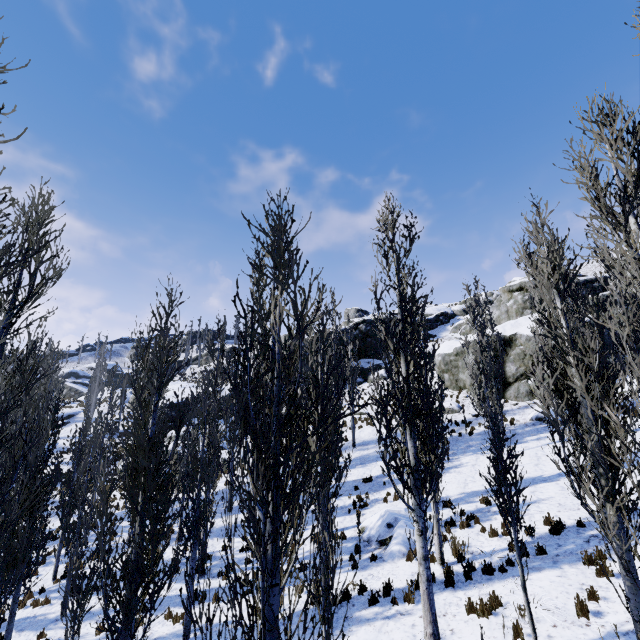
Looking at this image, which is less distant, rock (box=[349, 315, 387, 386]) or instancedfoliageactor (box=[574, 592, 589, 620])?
instancedfoliageactor (box=[574, 592, 589, 620])

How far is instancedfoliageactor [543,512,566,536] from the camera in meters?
10.2

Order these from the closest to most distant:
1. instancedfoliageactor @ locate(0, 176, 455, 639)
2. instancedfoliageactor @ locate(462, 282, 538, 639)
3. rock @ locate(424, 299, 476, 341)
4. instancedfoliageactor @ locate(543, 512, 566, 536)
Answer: instancedfoliageactor @ locate(0, 176, 455, 639) < instancedfoliageactor @ locate(462, 282, 538, 639) < instancedfoliageactor @ locate(543, 512, 566, 536) < rock @ locate(424, 299, 476, 341)

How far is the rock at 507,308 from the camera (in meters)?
24.19

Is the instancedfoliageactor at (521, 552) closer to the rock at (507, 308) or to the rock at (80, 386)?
the rock at (507, 308)

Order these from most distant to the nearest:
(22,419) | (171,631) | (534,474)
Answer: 1. (534,474)
2. (171,631)
3. (22,419)

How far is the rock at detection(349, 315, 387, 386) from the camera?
37.4 meters

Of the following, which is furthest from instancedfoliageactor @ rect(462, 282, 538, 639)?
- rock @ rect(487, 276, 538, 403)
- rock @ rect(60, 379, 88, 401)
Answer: rock @ rect(60, 379, 88, 401)
